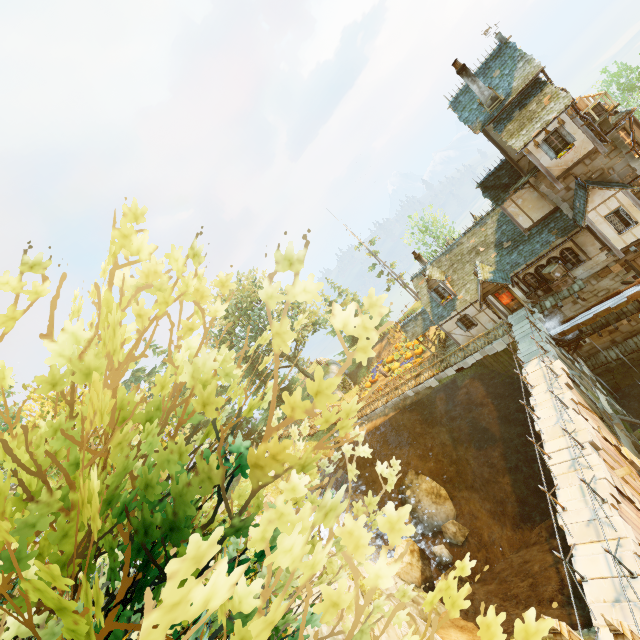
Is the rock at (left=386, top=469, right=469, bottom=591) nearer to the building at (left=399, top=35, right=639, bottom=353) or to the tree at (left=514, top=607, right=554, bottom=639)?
the tree at (left=514, top=607, right=554, bottom=639)

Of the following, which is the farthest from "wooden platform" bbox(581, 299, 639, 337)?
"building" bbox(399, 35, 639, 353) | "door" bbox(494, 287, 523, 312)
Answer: "door" bbox(494, 287, 523, 312)

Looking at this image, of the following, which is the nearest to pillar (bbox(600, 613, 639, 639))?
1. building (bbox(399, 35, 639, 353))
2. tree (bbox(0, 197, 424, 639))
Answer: tree (bbox(0, 197, 424, 639))

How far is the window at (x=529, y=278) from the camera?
21.77m

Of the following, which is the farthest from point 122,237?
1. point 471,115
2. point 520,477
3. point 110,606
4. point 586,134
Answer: point 520,477

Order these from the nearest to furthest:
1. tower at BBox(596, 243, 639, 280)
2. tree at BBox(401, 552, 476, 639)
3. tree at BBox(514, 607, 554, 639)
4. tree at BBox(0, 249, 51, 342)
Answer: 1. tree at BBox(514, 607, 554, 639)
2. tree at BBox(401, 552, 476, 639)
3. tree at BBox(0, 249, 51, 342)
4. tower at BBox(596, 243, 639, 280)

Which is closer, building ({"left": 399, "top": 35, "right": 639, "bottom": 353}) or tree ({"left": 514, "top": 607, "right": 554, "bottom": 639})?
tree ({"left": 514, "top": 607, "right": 554, "bottom": 639})
